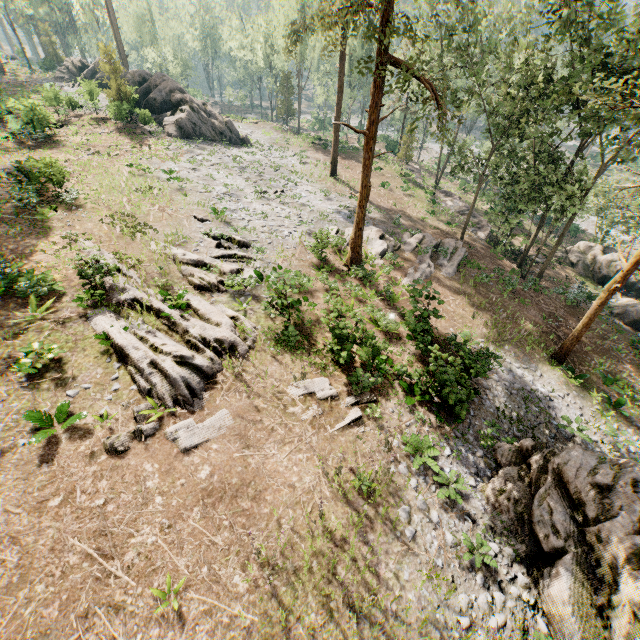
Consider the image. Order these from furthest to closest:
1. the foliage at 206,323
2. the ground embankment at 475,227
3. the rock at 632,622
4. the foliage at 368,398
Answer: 1. the ground embankment at 475,227
2. the foliage at 368,398
3. the foliage at 206,323
4. the rock at 632,622

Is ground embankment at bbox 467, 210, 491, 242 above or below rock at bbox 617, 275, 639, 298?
above

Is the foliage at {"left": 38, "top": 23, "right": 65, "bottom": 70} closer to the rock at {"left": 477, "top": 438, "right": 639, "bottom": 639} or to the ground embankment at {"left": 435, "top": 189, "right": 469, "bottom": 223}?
the ground embankment at {"left": 435, "top": 189, "right": 469, "bottom": 223}

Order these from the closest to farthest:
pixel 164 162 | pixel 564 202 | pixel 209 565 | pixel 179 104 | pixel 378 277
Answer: pixel 209 565 < pixel 378 277 < pixel 564 202 < pixel 164 162 < pixel 179 104

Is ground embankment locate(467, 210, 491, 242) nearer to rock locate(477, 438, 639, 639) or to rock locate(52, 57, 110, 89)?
rock locate(477, 438, 639, 639)

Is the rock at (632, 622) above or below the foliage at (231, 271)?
below

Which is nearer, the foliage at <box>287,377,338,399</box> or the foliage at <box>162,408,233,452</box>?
the foliage at <box>162,408,233,452</box>
